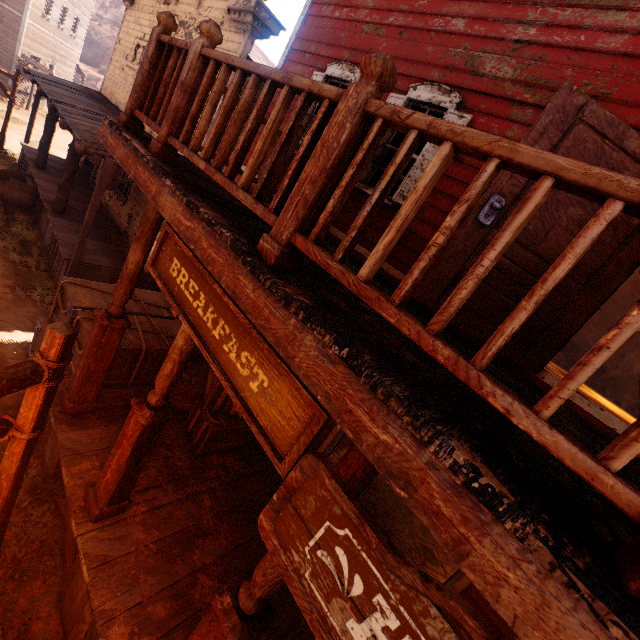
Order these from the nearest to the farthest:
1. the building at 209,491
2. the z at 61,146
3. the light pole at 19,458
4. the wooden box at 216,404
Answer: the building at 209,491
the light pole at 19,458
the wooden box at 216,404
the z at 61,146

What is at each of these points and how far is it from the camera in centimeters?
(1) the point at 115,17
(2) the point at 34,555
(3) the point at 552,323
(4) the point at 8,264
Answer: (1) z, 4606cm
(2) z, 393cm
(3) bp, 332cm
(4) z, 806cm

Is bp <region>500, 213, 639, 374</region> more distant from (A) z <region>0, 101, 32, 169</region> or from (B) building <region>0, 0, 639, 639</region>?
(A) z <region>0, 101, 32, 169</region>

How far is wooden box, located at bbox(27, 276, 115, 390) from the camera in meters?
5.2 m

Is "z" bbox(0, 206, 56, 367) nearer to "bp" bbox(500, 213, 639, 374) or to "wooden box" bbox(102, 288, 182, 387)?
"wooden box" bbox(102, 288, 182, 387)

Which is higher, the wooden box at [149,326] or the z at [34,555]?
the wooden box at [149,326]

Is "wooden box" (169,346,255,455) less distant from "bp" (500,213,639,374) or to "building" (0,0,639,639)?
"building" (0,0,639,639)

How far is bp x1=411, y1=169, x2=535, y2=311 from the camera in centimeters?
297cm
